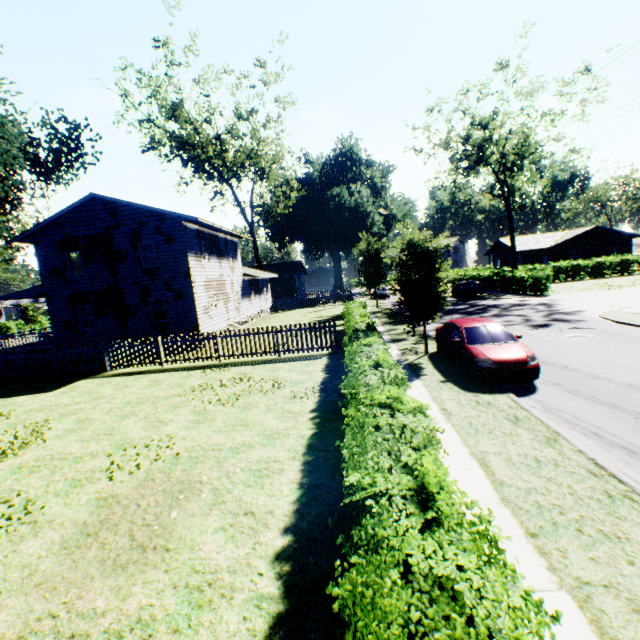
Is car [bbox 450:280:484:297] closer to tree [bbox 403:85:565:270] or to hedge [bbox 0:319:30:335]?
tree [bbox 403:85:565:270]

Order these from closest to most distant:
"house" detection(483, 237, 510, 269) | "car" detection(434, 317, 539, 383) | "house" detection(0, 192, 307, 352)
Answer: "car" detection(434, 317, 539, 383)
"house" detection(0, 192, 307, 352)
"house" detection(483, 237, 510, 269)

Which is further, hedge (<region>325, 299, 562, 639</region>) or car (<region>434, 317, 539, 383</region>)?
car (<region>434, 317, 539, 383</region>)

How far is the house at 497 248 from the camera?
49.33m

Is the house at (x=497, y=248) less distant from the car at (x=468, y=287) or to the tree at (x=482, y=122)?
the tree at (x=482, y=122)

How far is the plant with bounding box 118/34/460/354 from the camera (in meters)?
12.70

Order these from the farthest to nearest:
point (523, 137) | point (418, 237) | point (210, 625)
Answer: point (523, 137), point (418, 237), point (210, 625)

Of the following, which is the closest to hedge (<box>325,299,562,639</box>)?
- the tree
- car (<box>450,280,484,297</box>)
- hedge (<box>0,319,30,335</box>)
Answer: car (<box>450,280,484,297</box>)
